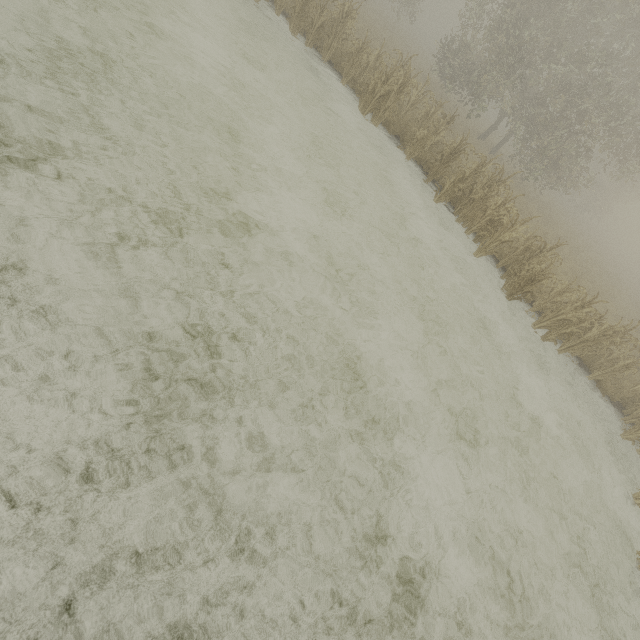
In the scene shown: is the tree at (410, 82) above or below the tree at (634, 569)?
above

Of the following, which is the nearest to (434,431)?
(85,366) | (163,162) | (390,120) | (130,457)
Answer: (130,457)

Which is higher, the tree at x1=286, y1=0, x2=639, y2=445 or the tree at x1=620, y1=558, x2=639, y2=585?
the tree at x1=286, y1=0, x2=639, y2=445

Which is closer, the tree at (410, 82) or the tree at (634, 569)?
the tree at (634, 569)

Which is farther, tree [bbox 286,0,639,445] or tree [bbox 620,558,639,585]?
tree [bbox 286,0,639,445]
